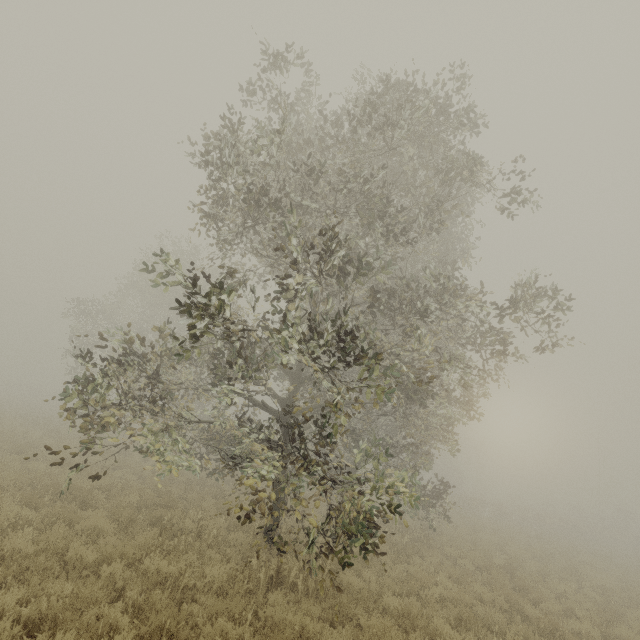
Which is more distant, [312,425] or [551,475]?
[551,475]
